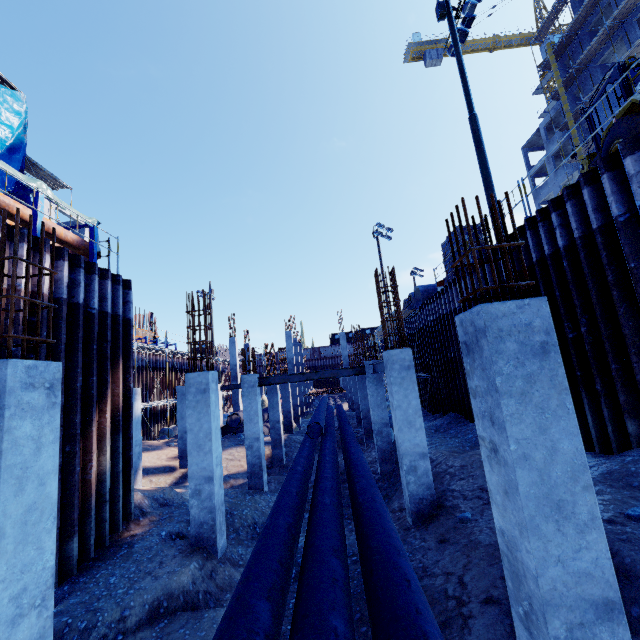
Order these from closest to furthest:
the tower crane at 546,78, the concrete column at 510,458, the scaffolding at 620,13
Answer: the concrete column at 510,458 → the scaffolding at 620,13 → the tower crane at 546,78

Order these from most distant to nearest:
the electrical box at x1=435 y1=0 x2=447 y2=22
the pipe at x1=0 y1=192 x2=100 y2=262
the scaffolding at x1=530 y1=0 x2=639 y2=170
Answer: Answer: the electrical box at x1=435 y1=0 x2=447 y2=22 → the scaffolding at x1=530 y1=0 x2=639 y2=170 → the pipe at x1=0 y1=192 x2=100 y2=262

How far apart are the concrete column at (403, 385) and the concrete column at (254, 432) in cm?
621

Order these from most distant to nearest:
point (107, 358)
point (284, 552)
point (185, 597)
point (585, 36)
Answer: point (585, 36), point (107, 358), point (185, 597), point (284, 552)

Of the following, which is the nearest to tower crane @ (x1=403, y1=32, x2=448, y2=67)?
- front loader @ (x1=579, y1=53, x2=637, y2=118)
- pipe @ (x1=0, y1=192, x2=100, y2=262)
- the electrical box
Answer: front loader @ (x1=579, y1=53, x2=637, y2=118)

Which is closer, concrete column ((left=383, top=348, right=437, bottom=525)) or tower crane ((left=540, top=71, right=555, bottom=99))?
concrete column ((left=383, top=348, right=437, bottom=525))

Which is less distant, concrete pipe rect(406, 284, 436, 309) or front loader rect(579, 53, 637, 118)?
front loader rect(579, 53, 637, 118)

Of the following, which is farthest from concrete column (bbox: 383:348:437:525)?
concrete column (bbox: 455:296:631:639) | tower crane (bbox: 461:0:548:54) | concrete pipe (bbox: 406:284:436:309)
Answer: tower crane (bbox: 461:0:548:54)
